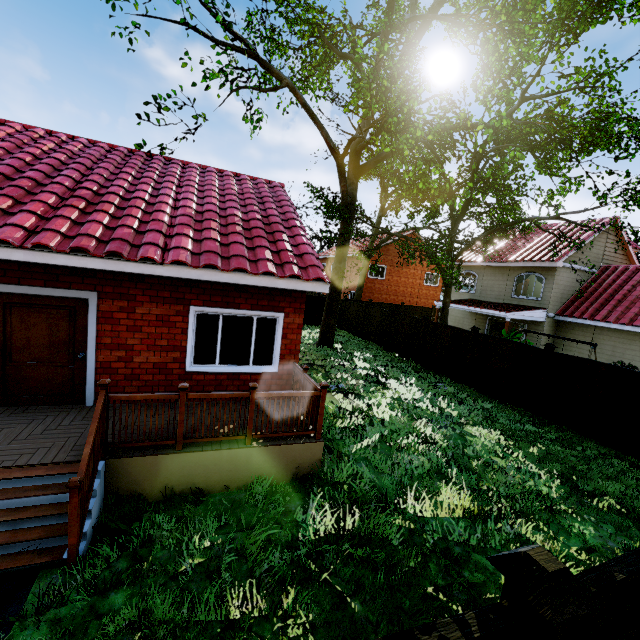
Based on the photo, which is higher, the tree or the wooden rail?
the tree

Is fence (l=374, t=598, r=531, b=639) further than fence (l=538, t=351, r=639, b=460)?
No

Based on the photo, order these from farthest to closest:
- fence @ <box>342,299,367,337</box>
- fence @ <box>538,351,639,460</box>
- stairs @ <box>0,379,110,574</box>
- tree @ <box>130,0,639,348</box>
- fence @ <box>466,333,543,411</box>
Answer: fence @ <box>342,299,367,337</box>, fence @ <box>466,333,543,411</box>, tree @ <box>130,0,639,348</box>, fence @ <box>538,351,639,460</box>, stairs @ <box>0,379,110,574</box>

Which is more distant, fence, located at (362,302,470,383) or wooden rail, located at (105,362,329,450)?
fence, located at (362,302,470,383)

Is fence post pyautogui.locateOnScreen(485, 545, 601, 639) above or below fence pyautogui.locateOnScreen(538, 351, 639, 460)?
above

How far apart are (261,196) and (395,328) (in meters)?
11.38

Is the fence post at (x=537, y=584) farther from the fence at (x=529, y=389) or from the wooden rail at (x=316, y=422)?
the fence at (x=529, y=389)

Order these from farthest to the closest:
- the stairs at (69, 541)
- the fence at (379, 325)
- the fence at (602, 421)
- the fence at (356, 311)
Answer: the fence at (356, 311)
the fence at (379, 325)
the fence at (602, 421)
the stairs at (69, 541)
